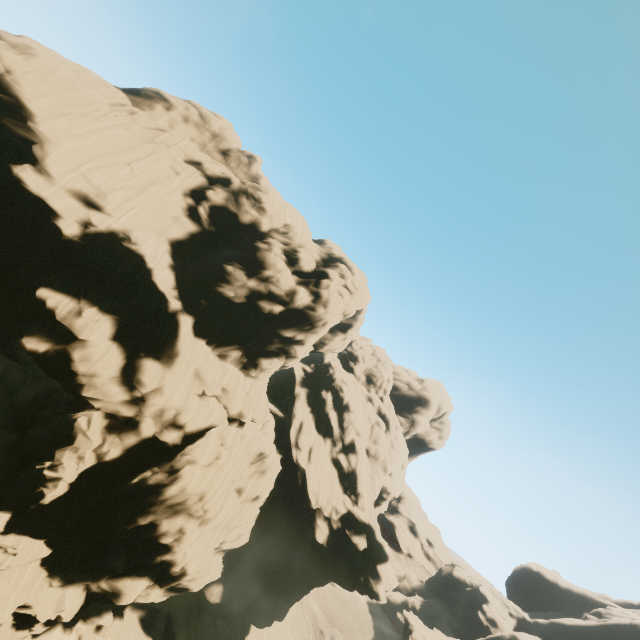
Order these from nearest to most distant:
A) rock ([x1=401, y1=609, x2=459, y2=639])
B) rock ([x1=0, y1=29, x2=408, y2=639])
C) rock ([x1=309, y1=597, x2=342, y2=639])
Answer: rock ([x1=0, y1=29, x2=408, y2=639]) → rock ([x1=401, y1=609, x2=459, y2=639]) → rock ([x1=309, y1=597, x2=342, y2=639])

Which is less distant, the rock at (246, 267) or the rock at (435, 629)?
the rock at (246, 267)

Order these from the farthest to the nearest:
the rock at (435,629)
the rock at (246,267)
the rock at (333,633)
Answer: the rock at (333,633), the rock at (435,629), the rock at (246,267)

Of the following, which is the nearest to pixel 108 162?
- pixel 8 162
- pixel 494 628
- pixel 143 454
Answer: pixel 8 162

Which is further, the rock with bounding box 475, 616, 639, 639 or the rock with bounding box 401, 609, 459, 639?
the rock with bounding box 475, 616, 639, 639

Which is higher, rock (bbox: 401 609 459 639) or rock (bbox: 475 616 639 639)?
rock (bbox: 475 616 639 639)
